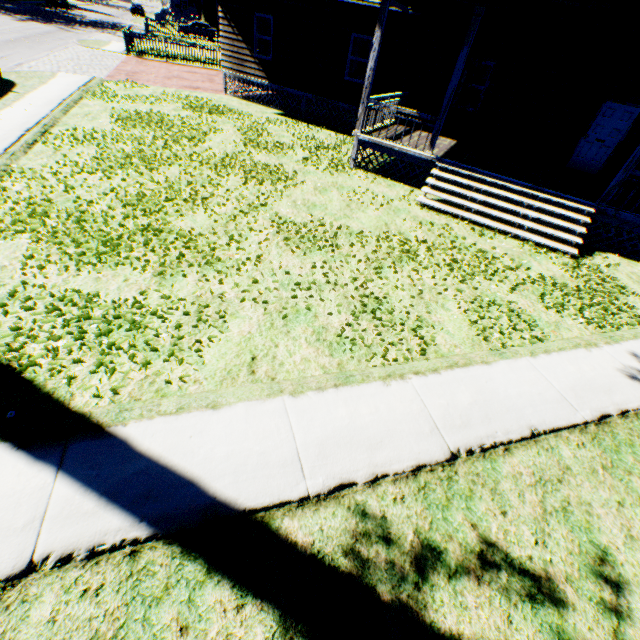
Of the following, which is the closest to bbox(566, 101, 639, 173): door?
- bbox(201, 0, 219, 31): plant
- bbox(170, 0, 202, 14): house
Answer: bbox(201, 0, 219, 31): plant

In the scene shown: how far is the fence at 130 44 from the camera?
22.14m

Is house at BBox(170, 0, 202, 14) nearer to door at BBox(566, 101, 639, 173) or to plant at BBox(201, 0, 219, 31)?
plant at BBox(201, 0, 219, 31)

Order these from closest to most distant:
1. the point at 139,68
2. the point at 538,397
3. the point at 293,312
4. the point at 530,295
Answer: the point at 538,397 → the point at 293,312 → the point at 530,295 → the point at 139,68

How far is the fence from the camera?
22.14m

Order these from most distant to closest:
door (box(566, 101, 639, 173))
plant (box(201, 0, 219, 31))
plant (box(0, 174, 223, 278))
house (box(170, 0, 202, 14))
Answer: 1. house (box(170, 0, 202, 14))
2. plant (box(201, 0, 219, 31))
3. door (box(566, 101, 639, 173))
4. plant (box(0, 174, 223, 278))

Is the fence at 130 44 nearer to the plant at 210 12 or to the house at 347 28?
the plant at 210 12

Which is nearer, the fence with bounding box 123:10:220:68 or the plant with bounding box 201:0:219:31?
the fence with bounding box 123:10:220:68
